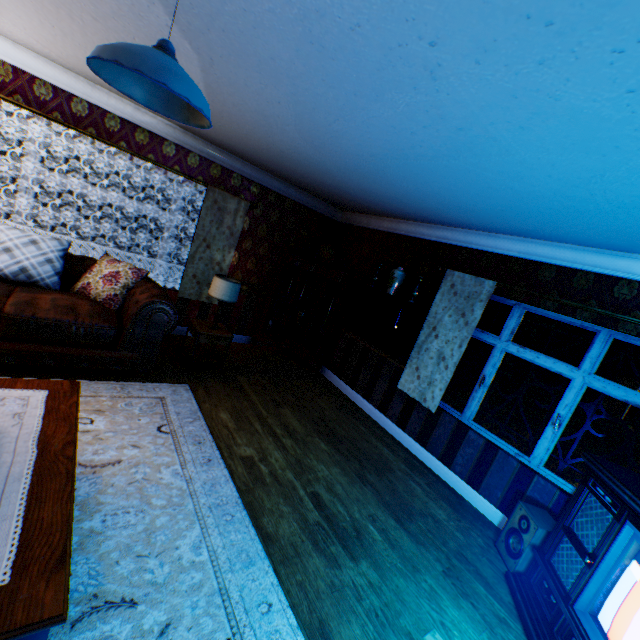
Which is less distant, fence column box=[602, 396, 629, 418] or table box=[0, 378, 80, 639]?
table box=[0, 378, 80, 639]

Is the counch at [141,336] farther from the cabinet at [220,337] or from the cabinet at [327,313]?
the cabinet at [327,313]

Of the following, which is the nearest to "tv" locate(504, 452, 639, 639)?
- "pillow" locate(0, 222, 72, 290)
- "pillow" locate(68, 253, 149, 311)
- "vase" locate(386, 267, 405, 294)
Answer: "vase" locate(386, 267, 405, 294)

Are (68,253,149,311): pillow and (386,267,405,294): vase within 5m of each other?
yes

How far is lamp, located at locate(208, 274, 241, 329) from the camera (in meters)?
4.48

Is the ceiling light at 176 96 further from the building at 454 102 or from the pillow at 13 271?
the pillow at 13 271

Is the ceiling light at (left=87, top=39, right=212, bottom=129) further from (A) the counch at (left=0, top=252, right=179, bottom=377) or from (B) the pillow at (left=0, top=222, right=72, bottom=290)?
(B) the pillow at (left=0, top=222, right=72, bottom=290)

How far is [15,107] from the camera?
3.8 meters
